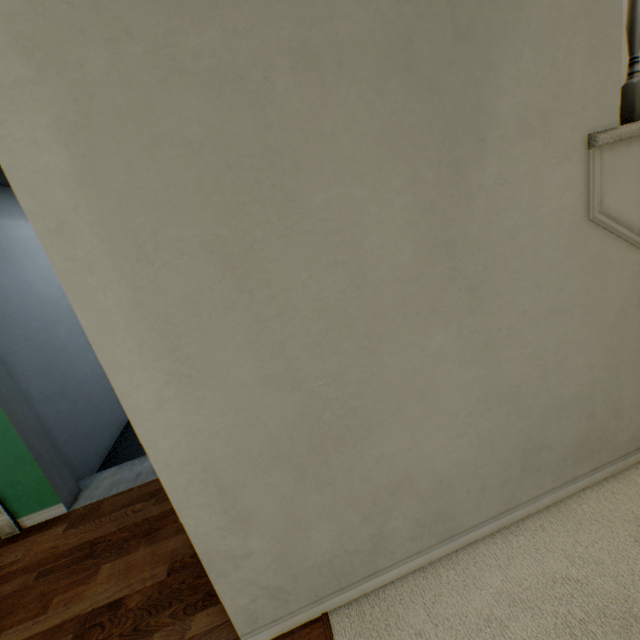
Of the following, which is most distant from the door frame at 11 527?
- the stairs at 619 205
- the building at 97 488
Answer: the stairs at 619 205

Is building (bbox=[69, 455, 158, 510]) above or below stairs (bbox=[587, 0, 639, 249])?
below

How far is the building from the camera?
2.19m

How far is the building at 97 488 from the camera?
2.2 meters

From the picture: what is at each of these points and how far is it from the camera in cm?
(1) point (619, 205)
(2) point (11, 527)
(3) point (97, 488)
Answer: (1) stairs, 109
(2) door frame, 203
(3) building, 228

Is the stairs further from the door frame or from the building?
the building

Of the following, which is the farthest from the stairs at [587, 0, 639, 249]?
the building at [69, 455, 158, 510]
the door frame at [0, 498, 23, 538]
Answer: the building at [69, 455, 158, 510]
